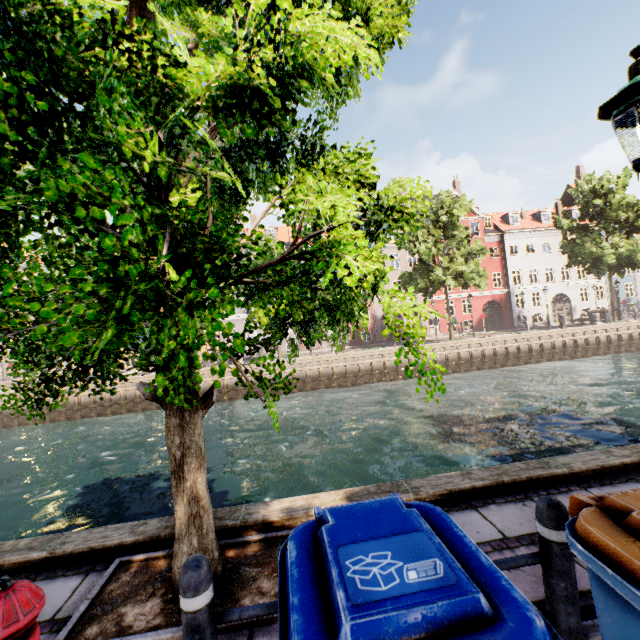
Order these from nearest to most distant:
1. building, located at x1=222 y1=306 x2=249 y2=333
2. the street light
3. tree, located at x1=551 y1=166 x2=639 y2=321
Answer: the street light < tree, located at x1=551 y1=166 x2=639 y2=321 < building, located at x1=222 y1=306 x2=249 y2=333

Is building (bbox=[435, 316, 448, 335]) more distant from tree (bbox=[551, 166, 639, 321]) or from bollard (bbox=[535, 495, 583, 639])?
bollard (bbox=[535, 495, 583, 639])

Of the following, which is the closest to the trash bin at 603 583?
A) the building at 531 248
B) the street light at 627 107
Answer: the street light at 627 107

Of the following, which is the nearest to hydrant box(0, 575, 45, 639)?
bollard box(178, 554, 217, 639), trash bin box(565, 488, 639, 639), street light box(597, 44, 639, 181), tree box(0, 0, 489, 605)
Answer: bollard box(178, 554, 217, 639)

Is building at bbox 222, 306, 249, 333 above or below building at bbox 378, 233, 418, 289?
below

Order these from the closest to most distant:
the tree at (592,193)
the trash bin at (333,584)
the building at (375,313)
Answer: the trash bin at (333,584) < the tree at (592,193) < the building at (375,313)

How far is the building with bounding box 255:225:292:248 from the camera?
36.2 meters

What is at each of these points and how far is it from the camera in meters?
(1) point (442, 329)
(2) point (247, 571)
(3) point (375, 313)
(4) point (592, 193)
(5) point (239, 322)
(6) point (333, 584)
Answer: (1) building, 35.7
(2) tree planter, 2.9
(3) building, 34.3
(4) tree, 27.7
(5) building, 33.1
(6) trash bin, 1.1
